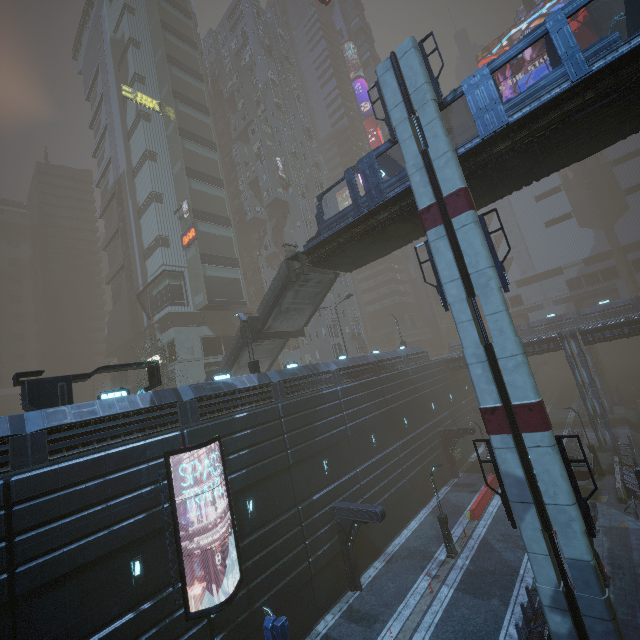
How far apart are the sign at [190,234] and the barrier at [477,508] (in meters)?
38.04

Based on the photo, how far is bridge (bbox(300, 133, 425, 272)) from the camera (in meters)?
17.02

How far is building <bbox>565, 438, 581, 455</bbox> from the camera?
30.1m

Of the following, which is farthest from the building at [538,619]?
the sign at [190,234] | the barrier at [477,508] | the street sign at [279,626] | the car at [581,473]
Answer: the barrier at [477,508]

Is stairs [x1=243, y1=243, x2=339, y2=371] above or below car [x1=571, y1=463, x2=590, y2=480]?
above

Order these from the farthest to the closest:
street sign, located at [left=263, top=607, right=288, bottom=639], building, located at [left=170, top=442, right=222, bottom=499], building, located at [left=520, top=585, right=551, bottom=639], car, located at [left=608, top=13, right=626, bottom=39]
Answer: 1. car, located at [left=608, top=13, right=626, bottom=39]
2. building, located at [left=170, top=442, right=222, bottom=499]
3. building, located at [left=520, top=585, right=551, bottom=639]
4. street sign, located at [left=263, top=607, right=288, bottom=639]

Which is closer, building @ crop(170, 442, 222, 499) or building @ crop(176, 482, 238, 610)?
building @ crop(176, 482, 238, 610)

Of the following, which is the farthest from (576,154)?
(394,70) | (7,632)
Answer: (7,632)
